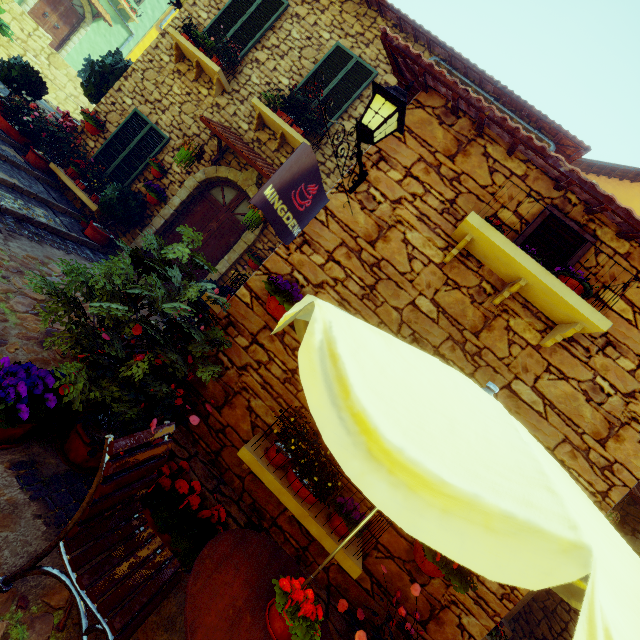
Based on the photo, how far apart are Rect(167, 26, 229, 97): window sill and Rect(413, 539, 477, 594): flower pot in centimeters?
830cm

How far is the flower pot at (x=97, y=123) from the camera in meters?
6.9 m

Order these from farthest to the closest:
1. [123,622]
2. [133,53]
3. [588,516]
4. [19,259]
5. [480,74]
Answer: [133,53], [480,74], [19,259], [123,622], [588,516]

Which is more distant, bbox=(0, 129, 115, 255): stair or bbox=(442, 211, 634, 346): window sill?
bbox=(0, 129, 115, 255): stair

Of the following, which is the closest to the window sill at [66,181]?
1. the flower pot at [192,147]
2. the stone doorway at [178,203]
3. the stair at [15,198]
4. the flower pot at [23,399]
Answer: the stair at [15,198]

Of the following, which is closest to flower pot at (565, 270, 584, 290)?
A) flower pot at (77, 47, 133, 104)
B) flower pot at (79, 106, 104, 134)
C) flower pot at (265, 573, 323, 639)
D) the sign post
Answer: the sign post

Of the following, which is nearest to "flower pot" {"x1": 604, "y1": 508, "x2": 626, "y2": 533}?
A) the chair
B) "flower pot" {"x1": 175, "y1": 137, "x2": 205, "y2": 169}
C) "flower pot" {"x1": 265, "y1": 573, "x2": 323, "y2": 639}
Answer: "flower pot" {"x1": 265, "y1": 573, "x2": 323, "y2": 639}

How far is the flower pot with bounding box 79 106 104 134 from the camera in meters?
6.9 m
